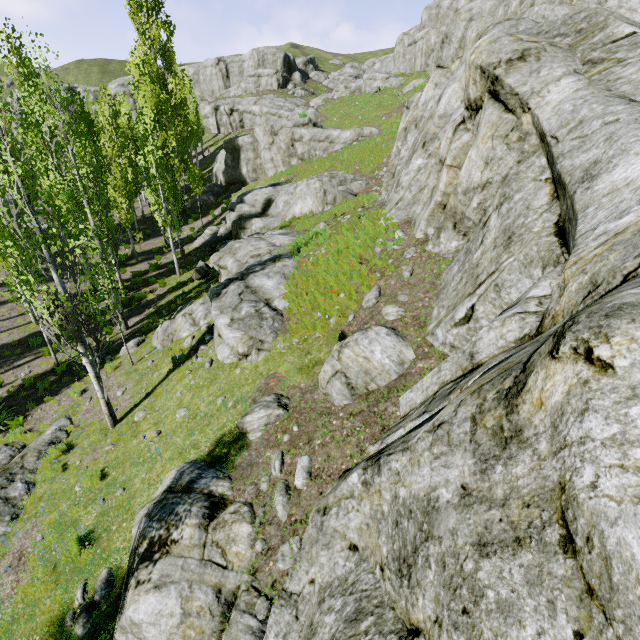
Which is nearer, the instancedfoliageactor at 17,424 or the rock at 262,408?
the rock at 262,408

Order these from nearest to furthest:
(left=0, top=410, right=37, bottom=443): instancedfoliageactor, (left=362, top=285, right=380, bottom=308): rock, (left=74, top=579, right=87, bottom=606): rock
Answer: (left=74, top=579, right=87, bottom=606): rock → (left=362, top=285, right=380, bottom=308): rock → (left=0, top=410, right=37, bottom=443): instancedfoliageactor

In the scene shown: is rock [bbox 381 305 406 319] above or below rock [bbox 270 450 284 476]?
above

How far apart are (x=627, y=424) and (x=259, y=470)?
5.88m

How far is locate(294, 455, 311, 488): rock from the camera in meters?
5.4

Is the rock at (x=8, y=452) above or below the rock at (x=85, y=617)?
below
